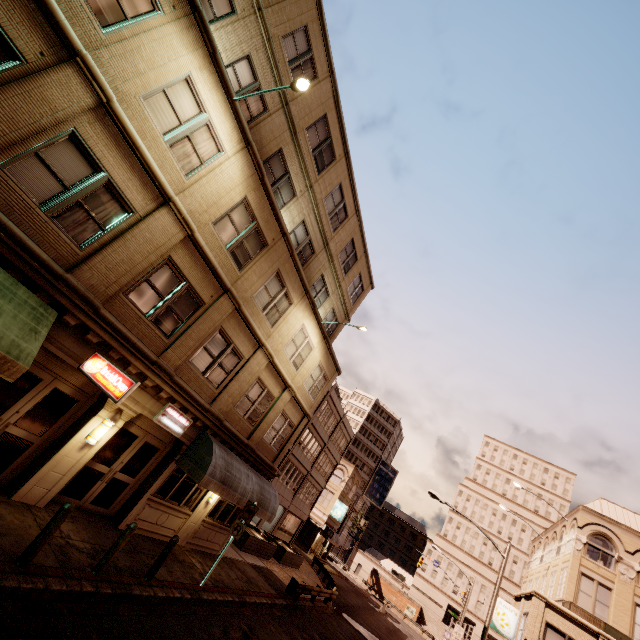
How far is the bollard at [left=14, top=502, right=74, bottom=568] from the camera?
6.4m

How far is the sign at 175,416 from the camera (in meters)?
11.01

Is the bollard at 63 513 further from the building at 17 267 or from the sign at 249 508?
the sign at 249 508

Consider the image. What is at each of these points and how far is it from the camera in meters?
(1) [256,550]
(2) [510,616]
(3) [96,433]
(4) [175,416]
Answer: (1) planter, 21.5 m
(2) sign, 21.4 m
(3) wall light, 9.4 m
(4) sign, 11.5 m

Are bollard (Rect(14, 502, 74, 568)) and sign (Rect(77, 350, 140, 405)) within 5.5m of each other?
yes

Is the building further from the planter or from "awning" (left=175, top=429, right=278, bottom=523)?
the planter

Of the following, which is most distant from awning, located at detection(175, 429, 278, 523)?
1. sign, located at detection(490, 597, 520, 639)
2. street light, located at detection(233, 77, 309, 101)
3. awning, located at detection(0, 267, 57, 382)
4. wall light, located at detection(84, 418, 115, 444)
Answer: sign, located at detection(490, 597, 520, 639)

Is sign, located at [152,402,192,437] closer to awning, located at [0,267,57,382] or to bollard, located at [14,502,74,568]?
bollard, located at [14,502,74,568]
